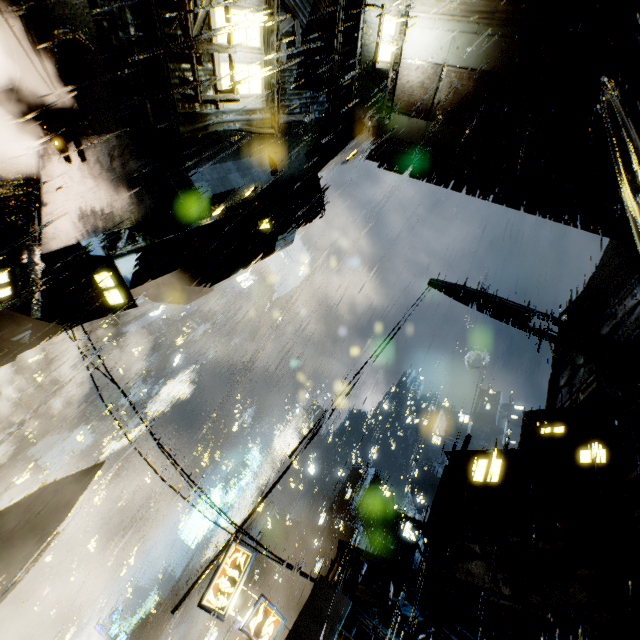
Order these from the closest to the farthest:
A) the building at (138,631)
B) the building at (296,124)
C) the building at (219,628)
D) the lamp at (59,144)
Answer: the lamp at (59,144), the building at (296,124), the building at (219,628), the building at (138,631)

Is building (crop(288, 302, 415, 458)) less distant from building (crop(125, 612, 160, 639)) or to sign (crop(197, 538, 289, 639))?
sign (crop(197, 538, 289, 639))

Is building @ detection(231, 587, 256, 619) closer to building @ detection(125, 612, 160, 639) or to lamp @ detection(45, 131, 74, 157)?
lamp @ detection(45, 131, 74, 157)

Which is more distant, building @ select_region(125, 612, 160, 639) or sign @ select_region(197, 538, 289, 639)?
building @ select_region(125, 612, 160, 639)

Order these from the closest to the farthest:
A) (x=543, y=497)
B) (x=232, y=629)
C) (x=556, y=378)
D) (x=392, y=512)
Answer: (x=543, y=497)
(x=556, y=378)
(x=232, y=629)
(x=392, y=512)

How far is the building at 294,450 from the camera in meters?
14.0 m

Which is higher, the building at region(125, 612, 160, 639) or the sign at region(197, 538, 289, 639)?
the sign at region(197, 538, 289, 639)

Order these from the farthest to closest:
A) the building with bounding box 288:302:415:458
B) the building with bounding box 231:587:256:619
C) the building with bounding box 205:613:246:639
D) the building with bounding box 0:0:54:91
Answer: the building with bounding box 231:587:256:619 → the building with bounding box 205:613:246:639 → the building with bounding box 288:302:415:458 → the building with bounding box 0:0:54:91
